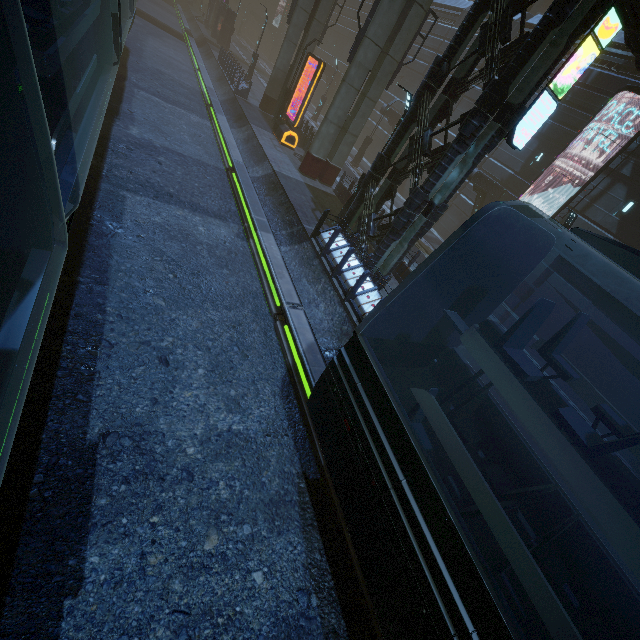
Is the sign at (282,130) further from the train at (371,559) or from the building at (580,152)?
the train at (371,559)

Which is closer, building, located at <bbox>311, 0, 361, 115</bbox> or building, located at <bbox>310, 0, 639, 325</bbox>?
building, located at <bbox>310, 0, 639, 325</bbox>

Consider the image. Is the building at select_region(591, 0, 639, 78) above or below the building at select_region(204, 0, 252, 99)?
above

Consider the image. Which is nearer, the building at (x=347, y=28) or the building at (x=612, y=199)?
the building at (x=612, y=199)

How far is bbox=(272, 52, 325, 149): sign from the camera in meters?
18.4 m

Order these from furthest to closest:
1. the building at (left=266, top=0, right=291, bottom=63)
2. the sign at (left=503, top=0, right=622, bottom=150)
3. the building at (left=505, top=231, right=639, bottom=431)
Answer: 1. the building at (left=266, top=0, right=291, bottom=63)
2. the building at (left=505, top=231, right=639, bottom=431)
3. the sign at (left=503, top=0, right=622, bottom=150)

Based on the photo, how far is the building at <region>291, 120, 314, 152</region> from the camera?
22.0 meters

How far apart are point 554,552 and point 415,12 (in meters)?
19.45
